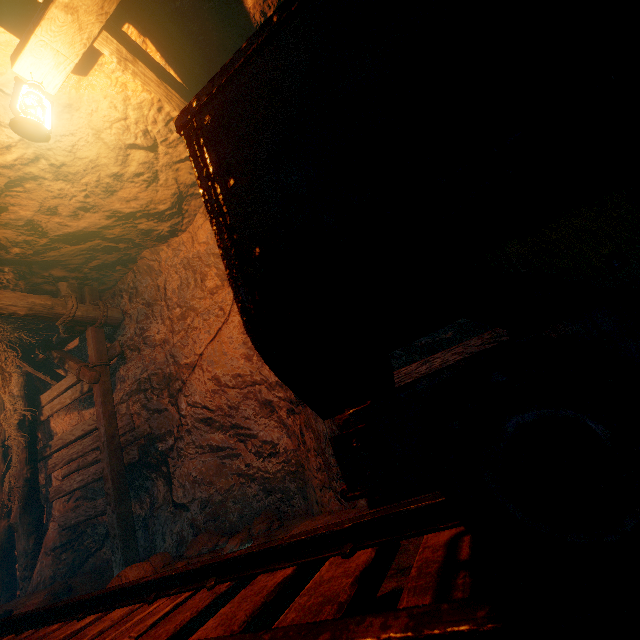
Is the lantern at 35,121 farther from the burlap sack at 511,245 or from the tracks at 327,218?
the tracks at 327,218

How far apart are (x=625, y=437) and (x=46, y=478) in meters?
8.7

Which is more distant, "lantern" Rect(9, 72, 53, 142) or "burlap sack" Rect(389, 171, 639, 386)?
"lantern" Rect(9, 72, 53, 142)

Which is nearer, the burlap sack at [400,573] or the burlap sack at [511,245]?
the burlap sack at [511,245]

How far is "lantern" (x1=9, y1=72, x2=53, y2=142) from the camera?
2.4 meters

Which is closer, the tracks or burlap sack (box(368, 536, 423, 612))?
the tracks

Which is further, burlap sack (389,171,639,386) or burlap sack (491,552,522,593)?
burlap sack (491,552,522,593)

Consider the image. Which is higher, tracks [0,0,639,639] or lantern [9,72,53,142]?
lantern [9,72,53,142]
